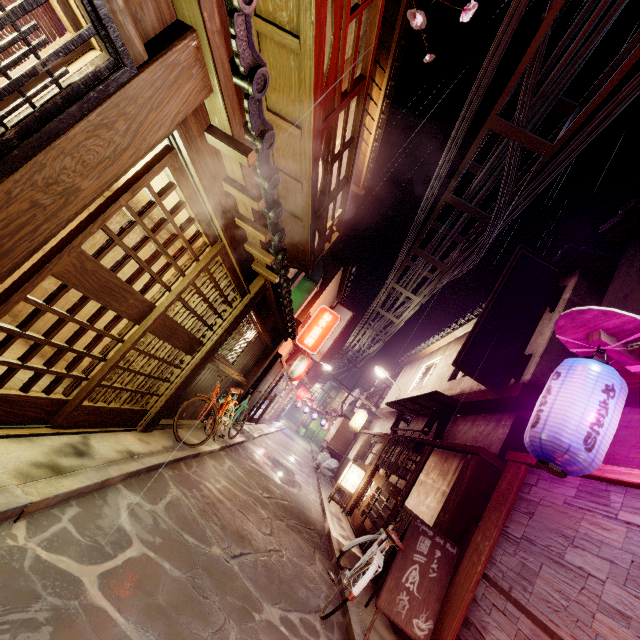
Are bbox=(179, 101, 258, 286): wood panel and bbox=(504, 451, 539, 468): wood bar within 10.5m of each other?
yes

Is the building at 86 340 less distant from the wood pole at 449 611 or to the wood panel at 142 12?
the wood panel at 142 12

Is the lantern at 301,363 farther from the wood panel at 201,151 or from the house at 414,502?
the wood panel at 201,151

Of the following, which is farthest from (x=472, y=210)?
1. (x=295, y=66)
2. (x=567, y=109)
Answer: (x=295, y=66)

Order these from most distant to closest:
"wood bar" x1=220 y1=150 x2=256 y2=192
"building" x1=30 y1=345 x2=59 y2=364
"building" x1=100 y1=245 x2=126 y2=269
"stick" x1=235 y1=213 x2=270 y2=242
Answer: "building" x1=100 y1=245 x2=126 y2=269 → "building" x1=30 y1=345 x2=59 y2=364 → "stick" x1=235 y1=213 x2=270 y2=242 → "wood bar" x1=220 y1=150 x2=256 y2=192

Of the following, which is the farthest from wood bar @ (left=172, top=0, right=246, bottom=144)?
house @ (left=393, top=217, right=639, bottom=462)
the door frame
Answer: house @ (left=393, top=217, right=639, bottom=462)

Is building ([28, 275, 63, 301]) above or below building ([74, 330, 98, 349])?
above

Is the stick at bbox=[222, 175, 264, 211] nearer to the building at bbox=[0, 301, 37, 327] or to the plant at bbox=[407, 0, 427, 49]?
the building at bbox=[0, 301, 37, 327]
